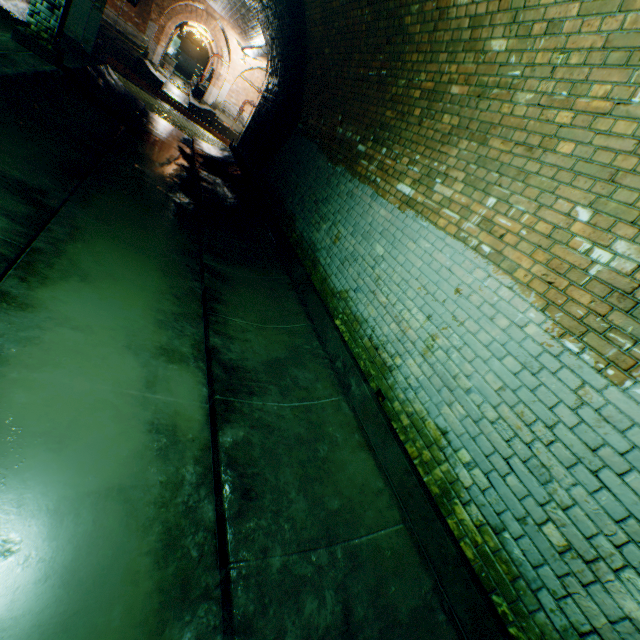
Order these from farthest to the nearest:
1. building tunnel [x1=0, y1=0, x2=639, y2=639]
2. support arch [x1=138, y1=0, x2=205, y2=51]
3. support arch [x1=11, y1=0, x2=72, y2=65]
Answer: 1. support arch [x1=138, y1=0, x2=205, y2=51]
2. support arch [x1=11, y1=0, x2=72, y2=65]
3. building tunnel [x1=0, y1=0, x2=639, y2=639]

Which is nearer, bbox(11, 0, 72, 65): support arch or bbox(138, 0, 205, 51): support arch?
bbox(11, 0, 72, 65): support arch

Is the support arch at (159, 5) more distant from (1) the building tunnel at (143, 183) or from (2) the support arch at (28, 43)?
(2) the support arch at (28, 43)

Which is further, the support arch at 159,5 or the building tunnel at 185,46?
the building tunnel at 185,46

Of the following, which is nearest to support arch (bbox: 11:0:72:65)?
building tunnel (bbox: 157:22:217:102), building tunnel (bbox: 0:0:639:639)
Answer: building tunnel (bbox: 0:0:639:639)

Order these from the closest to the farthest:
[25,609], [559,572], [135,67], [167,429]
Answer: [25,609] → [559,572] → [167,429] → [135,67]

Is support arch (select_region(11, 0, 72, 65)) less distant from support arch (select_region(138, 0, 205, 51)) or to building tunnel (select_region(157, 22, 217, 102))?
support arch (select_region(138, 0, 205, 51))
